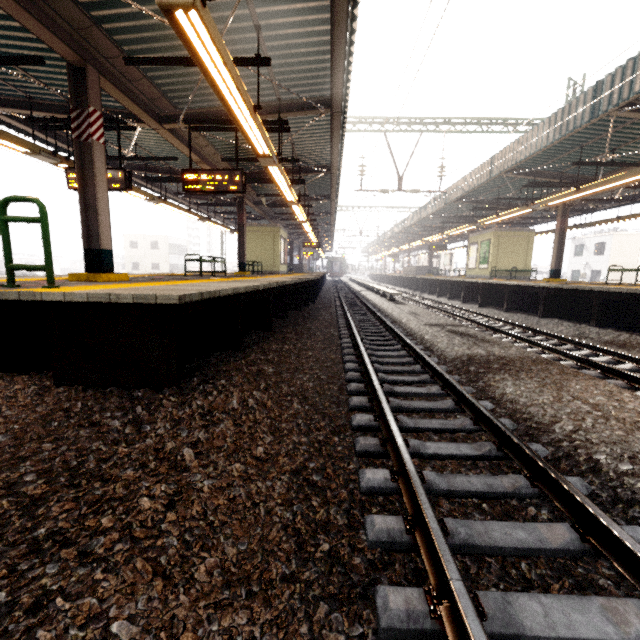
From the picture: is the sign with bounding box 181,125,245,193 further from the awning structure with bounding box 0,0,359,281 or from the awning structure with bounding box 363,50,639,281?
the awning structure with bounding box 363,50,639,281

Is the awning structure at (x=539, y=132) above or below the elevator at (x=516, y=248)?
above

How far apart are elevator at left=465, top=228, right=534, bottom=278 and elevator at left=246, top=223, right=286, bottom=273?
12.6m

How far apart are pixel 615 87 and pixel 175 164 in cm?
1296

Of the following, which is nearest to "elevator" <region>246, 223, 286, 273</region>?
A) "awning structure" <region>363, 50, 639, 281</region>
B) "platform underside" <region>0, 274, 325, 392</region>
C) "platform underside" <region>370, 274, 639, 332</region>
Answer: "platform underside" <region>0, 274, 325, 392</region>

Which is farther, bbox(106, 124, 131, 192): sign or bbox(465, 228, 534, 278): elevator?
bbox(465, 228, 534, 278): elevator

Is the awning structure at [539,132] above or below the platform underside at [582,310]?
above

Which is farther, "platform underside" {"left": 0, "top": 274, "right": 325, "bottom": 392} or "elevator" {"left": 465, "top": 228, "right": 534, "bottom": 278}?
"elevator" {"left": 465, "top": 228, "right": 534, "bottom": 278}
